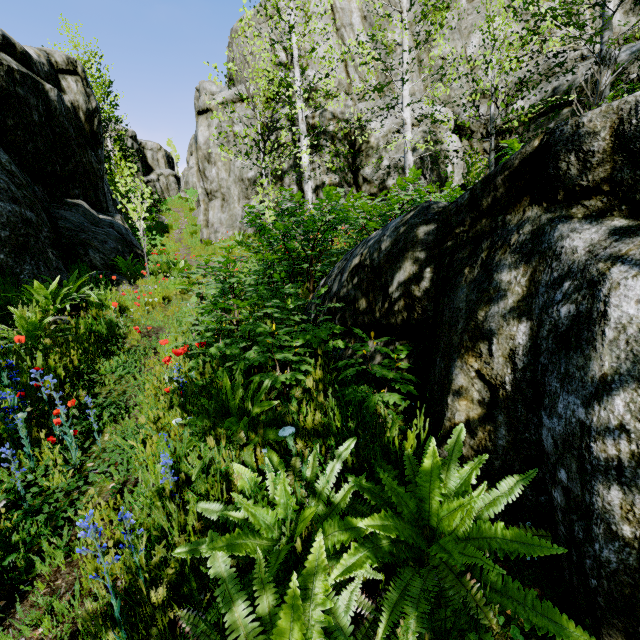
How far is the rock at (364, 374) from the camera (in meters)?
2.62

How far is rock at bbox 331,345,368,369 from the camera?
2.8 meters

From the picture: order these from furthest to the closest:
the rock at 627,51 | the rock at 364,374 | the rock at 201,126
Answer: the rock at 201,126 → the rock at 627,51 → the rock at 364,374

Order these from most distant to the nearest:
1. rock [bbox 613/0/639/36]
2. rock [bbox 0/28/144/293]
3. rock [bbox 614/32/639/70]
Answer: rock [bbox 613/0/639/36], rock [bbox 614/32/639/70], rock [bbox 0/28/144/293]

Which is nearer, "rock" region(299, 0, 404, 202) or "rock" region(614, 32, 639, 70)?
"rock" region(614, 32, 639, 70)

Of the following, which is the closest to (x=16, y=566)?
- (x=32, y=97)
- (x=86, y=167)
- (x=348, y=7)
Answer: (x=32, y=97)
